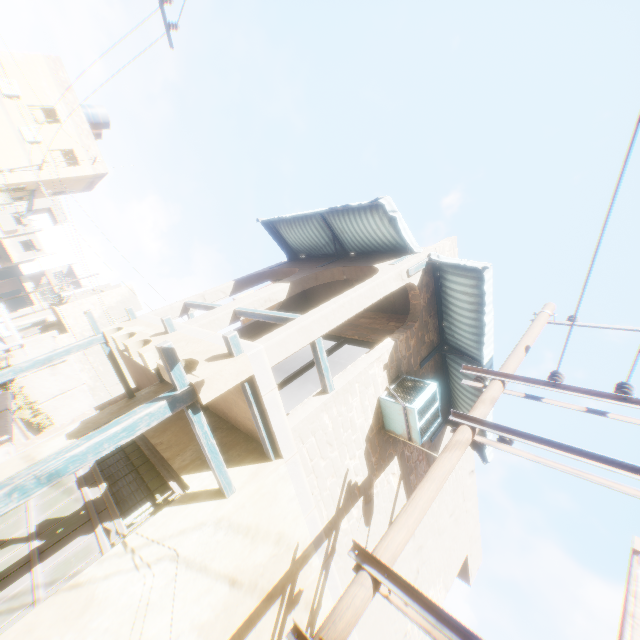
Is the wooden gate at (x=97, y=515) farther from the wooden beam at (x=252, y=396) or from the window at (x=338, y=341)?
the window at (x=338, y=341)

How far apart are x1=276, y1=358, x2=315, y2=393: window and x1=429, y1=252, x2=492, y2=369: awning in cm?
141

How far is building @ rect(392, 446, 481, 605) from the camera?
7.5 meters

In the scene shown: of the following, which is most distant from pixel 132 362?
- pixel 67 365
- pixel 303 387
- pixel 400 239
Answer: pixel 67 365

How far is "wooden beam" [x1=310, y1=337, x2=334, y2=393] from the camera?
4.7m

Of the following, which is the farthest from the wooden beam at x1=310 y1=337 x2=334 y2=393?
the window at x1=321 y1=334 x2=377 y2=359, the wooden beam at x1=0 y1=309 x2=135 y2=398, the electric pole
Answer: the wooden beam at x1=0 y1=309 x2=135 y2=398

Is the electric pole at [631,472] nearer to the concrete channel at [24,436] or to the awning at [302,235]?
the awning at [302,235]

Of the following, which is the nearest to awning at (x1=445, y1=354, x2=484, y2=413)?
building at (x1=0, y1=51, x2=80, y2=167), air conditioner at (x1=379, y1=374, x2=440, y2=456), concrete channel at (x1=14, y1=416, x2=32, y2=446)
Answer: building at (x1=0, y1=51, x2=80, y2=167)
